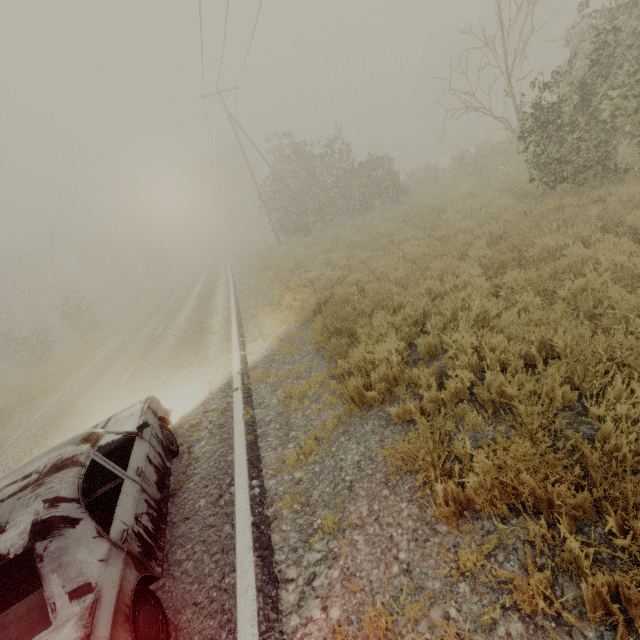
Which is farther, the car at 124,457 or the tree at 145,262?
the tree at 145,262

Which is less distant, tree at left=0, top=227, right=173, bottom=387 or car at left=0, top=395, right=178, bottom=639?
car at left=0, top=395, right=178, bottom=639

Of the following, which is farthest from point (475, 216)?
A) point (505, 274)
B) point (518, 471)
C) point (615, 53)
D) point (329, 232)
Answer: point (329, 232)
